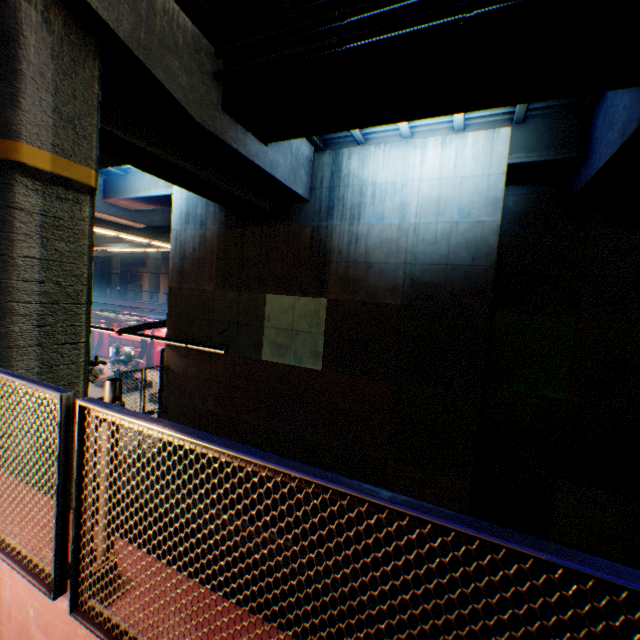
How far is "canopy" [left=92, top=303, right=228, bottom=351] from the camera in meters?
14.3 m

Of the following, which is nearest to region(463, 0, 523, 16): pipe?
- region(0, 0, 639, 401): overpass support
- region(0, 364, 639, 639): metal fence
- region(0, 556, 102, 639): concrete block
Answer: region(0, 0, 639, 401): overpass support

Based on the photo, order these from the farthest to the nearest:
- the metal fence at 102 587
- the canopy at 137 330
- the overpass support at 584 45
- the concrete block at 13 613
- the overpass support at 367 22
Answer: the canopy at 137 330 < the overpass support at 367 22 < the overpass support at 584 45 < the concrete block at 13 613 < the metal fence at 102 587

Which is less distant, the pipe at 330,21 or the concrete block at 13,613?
the concrete block at 13,613

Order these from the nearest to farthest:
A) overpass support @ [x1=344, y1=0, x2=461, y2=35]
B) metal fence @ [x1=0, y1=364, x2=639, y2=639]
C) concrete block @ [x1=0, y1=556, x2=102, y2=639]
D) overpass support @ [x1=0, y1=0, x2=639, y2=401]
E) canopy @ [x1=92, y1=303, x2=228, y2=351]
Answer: metal fence @ [x1=0, y1=364, x2=639, y2=639]
concrete block @ [x1=0, y1=556, x2=102, y2=639]
overpass support @ [x1=0, y1=0, x2=639, y2=401]
overpass support @ [x1=344, y1=0, x2=461, y2=35]
canopy @ [x1=92, y1=303, x2=228, y2=351]

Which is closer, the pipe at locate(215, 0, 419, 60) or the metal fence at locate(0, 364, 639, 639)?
the metal fence at locate(0, 364, 639, 639)

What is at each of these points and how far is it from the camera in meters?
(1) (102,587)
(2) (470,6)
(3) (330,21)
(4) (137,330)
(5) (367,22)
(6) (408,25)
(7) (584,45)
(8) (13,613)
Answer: (1) metal fence, 1.9
(2) pipe, 5.7
(3) pipe, 6.9
(4) canopy, 17.2
(5) overpass support, 6.9
(6) pipe, 6.2
(7) overpass support, 5.8
(8) concrete block, 2.1

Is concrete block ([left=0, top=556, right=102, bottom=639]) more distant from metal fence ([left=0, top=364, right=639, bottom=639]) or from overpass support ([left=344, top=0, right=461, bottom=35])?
overpass support ([left=344, top=0, right=461, bottom=35])
